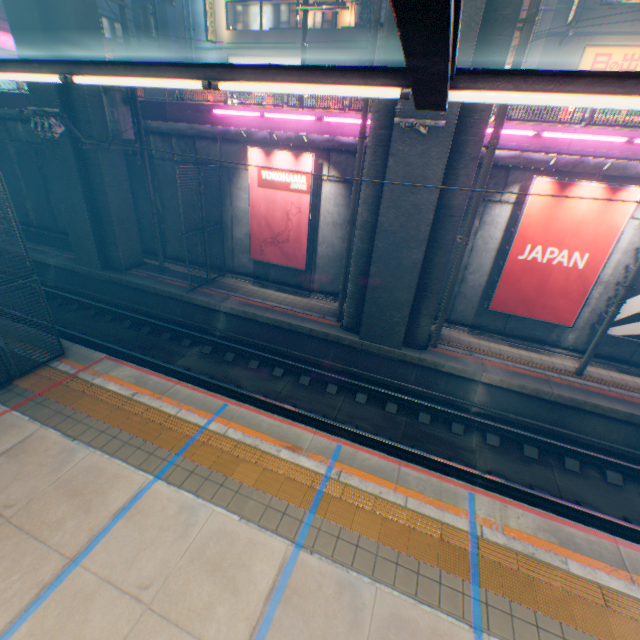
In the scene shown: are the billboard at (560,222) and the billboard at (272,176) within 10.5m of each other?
yes

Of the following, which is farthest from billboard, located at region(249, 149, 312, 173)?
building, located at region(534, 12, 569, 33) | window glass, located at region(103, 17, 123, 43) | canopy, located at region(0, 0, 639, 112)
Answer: window glass, located at region(103, 17, 123, 43)

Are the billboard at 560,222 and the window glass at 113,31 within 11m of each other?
no

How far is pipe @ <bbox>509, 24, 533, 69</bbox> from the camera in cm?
734

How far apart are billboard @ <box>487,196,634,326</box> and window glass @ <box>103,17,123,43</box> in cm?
3779

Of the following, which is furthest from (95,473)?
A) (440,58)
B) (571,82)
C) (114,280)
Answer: (114,280)

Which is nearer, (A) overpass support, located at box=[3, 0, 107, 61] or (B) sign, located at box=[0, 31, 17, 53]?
(A) overpass support, located at box=[3, 0, 107, 61]

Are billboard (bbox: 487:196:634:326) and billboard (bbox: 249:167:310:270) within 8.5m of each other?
yes
